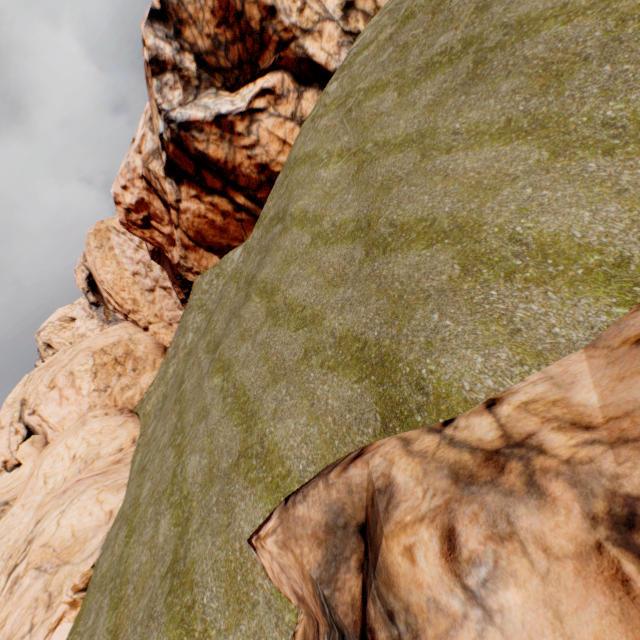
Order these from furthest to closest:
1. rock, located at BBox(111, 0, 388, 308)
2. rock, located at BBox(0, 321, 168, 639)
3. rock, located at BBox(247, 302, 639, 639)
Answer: rock, located at BBox(111, 0, 388, 308) < rock, located at BBox(0, 321, 168, 639) < rock, located at BBox(247, 302, 639, 639)

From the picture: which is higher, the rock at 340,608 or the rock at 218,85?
the rock at 218,85

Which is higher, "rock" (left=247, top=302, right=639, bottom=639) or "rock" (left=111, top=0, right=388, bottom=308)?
"rock" (left=111, top=0, right=388, bottom=308)

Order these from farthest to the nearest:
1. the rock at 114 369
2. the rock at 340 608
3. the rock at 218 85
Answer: the rock at 218 85
the rock at 114 369
the rock at 340 608

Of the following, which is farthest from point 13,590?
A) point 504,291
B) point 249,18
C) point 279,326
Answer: point 249,18

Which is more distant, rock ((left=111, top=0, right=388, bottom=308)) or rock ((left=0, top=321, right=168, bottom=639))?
rock ((left=111, top=0, right=388, bottom=308))
